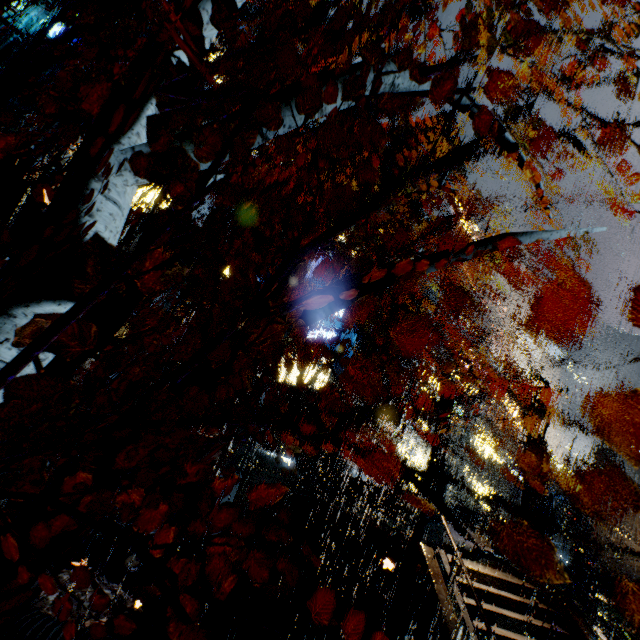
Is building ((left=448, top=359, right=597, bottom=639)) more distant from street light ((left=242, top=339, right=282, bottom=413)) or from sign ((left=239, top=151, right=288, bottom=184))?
sign ((left=239, top=151, right=288, bottom=184))

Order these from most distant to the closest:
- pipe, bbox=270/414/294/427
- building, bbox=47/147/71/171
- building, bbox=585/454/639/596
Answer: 1. pipe, bbox=270/414/294/427
2. building, bbox=585/454/639/596
3. building, bbox=47/147/71/171

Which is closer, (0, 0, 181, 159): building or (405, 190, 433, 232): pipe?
(0, 0, 181, 159): building

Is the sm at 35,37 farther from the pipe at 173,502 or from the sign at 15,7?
the pipe at 173,502

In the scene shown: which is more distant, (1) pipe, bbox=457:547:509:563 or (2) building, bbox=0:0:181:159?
(2) building, bbox=0:0:181:159

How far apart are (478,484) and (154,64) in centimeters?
4350cm

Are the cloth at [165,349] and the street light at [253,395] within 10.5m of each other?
yes

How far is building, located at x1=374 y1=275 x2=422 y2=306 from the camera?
30.8m
